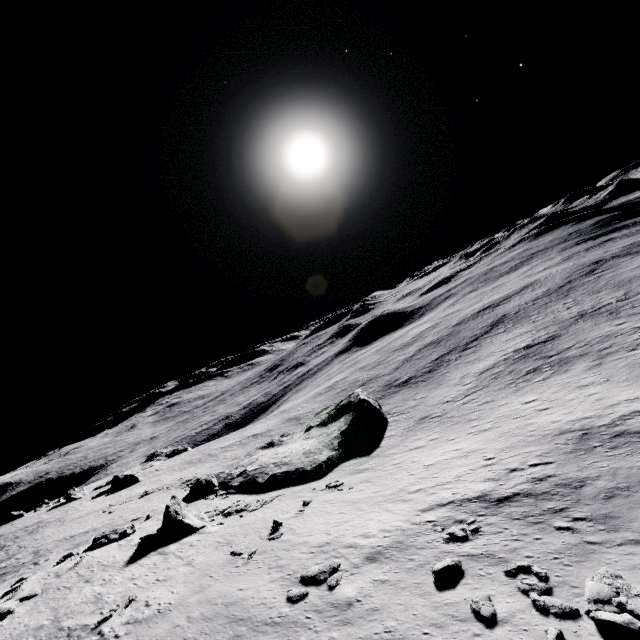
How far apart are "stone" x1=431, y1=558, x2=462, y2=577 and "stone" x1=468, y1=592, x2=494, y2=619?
1.48m

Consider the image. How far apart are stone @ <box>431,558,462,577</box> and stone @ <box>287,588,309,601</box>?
5.71m

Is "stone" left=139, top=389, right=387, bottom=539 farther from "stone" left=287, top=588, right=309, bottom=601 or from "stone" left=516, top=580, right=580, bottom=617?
"stone" left=516, top=580, right=580, bottom=617

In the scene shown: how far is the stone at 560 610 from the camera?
10.6 meters

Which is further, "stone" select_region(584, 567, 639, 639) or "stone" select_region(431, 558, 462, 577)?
"stone" select_region(431, 558, 462, 577)

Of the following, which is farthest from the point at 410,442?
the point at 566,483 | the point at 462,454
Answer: the point at 566,483

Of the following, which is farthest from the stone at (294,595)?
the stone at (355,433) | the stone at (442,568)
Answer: the stone at (355,433)

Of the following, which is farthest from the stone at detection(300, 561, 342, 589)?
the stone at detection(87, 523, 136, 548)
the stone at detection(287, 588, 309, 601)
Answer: the stone at detection(87, 523, 136, 548)
